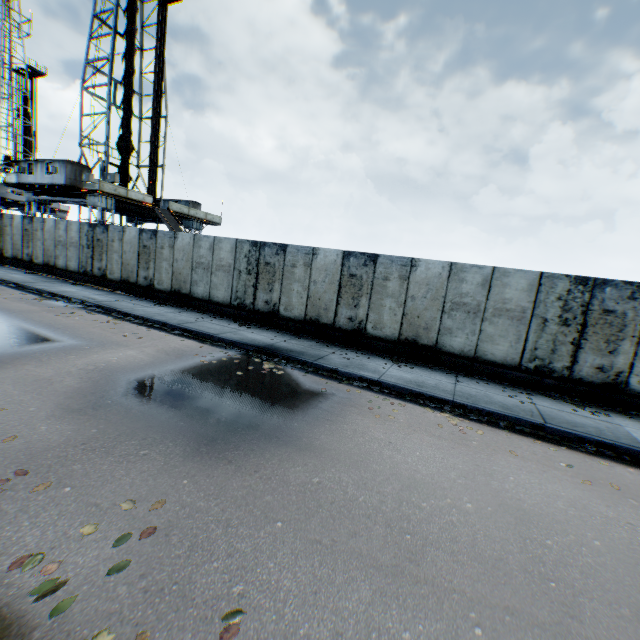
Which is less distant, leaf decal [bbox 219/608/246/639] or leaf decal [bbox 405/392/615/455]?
leaf decal [bbox 219/608/246/639]

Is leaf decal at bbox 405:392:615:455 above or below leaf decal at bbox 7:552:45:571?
above

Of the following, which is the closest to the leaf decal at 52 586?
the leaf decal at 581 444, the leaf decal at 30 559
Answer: the leaf decal at 30 559

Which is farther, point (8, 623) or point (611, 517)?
point (611, 517)

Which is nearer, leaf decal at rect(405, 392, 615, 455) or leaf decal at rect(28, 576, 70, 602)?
leaf decal at rect(28, 576, 70, 602)

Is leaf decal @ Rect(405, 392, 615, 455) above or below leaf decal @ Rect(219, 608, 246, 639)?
above

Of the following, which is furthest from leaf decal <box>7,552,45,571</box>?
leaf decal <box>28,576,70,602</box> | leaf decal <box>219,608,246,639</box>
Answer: leaf decal <box>219,608,246,639</box>

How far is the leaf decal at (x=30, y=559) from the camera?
2.7m
